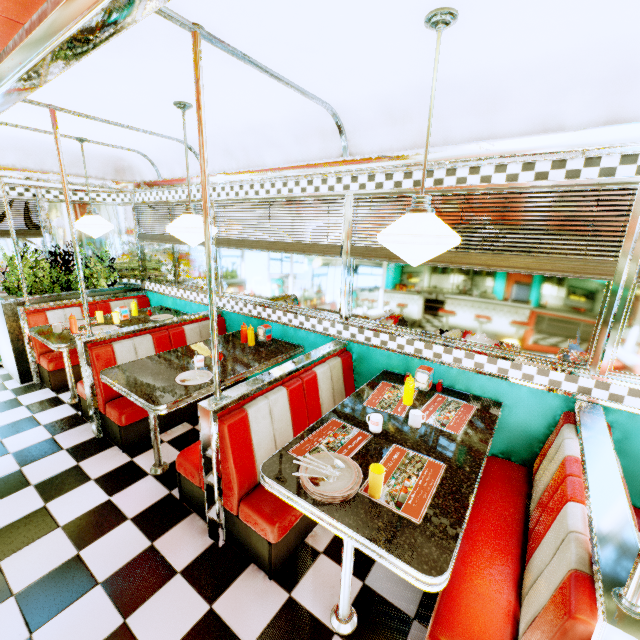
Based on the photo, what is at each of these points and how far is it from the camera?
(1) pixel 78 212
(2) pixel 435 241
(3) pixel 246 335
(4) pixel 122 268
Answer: (1) window, 5.3m
(2) hanging light, 1.5m
(3) sauce bottle, 3.7m
(4) window, 5.7m

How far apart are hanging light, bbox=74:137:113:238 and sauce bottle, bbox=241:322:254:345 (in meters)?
2.07

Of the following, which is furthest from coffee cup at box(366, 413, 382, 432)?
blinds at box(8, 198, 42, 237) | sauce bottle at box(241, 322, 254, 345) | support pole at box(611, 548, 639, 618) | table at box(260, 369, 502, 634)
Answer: blinds at box(8, 198, 42, 237)

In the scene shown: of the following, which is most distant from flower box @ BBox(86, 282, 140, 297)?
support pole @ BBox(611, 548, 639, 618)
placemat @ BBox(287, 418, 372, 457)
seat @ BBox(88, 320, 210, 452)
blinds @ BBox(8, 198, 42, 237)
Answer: support pole @ BBox(611, 548, 639, 618)

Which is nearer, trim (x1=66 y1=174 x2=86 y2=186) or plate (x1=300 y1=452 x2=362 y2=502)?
plate (x1=300 y1=452 x2=362 y2=502)

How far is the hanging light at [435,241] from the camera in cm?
142

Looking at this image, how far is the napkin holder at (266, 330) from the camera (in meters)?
3.69

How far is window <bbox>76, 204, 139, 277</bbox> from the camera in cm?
538
